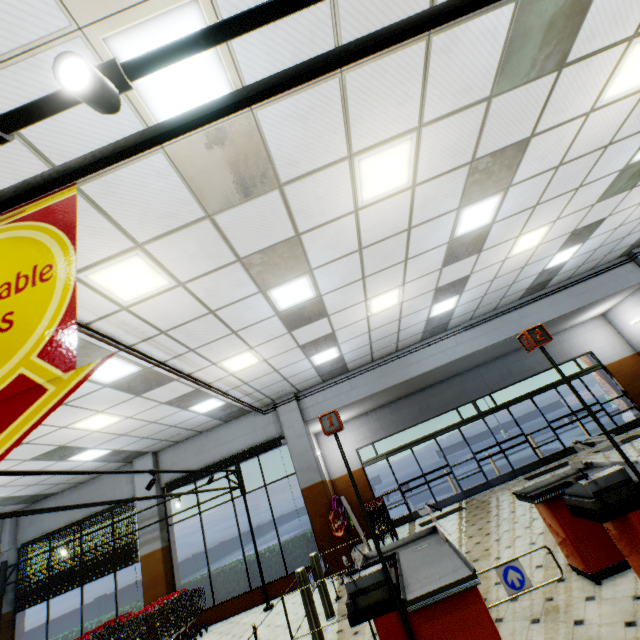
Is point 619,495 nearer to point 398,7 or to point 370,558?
point 370,558

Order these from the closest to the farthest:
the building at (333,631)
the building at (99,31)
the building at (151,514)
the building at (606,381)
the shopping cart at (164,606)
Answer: the building at (99,31)
the building at (606,381)
the building at (333,631)
the shopping cart at (164,606)
the building at (151,514)

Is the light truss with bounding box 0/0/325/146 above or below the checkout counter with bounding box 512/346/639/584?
above

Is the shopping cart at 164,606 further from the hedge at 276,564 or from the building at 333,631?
the hedge at 276,564

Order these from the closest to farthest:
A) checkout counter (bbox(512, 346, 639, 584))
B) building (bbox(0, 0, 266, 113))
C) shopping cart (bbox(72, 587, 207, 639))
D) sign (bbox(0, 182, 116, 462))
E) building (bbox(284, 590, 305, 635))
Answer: sign (bbox(0, 182, 116, 462)) → building (bbox(0, 0, 266, 113)) → checkout counter (bbox(512, 346, 639, 584)) → building (bbox(284, 590, 305, 635)) → shopping cart (bbox(72, 587, 207, 639))

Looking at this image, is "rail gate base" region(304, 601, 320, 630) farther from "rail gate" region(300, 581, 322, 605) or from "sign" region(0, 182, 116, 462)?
"sign" region(0, 182, 116, 462)

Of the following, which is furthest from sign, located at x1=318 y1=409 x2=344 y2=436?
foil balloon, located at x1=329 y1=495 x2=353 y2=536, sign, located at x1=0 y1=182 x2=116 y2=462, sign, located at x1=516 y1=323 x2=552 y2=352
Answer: foil balloon, located at x1=329 y1=495 x2=353 y2=536

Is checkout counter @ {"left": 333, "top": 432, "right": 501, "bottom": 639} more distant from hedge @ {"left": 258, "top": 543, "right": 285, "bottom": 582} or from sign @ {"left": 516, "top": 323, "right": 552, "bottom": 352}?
hedge @ {"left": 258, "top": 543, "right": 285, "bottom": 582}
